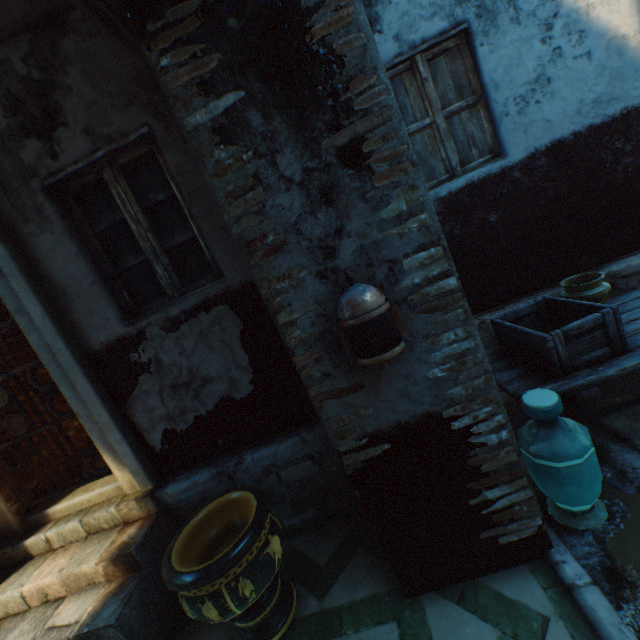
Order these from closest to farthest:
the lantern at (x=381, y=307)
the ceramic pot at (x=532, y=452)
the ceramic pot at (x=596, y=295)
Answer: the lantern at (x=381, y=307), the ceramic pot at (x=532, y=452), the ceramic pot at (x=596, y=295)

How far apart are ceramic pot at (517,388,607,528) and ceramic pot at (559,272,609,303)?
1.3 meters

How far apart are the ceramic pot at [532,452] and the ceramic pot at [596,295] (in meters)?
1.32

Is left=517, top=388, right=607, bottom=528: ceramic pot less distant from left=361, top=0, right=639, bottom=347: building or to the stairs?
left=361, top=0, right=639, bottom=347: building

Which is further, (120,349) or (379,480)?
(120,349)

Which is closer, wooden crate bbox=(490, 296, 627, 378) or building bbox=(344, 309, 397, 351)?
building bbox=(344, 309, 397, 351)

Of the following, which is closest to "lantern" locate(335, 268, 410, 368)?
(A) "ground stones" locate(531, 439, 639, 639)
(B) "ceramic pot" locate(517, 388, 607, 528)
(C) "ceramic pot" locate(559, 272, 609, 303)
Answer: (B) "ceramic pot" locate(517, 388, 607, 528)

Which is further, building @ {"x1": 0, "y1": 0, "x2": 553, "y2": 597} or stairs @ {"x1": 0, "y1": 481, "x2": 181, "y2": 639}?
stairs @ {"x1": 0, "y1": 481, "x2": 181, "y2": 639}
